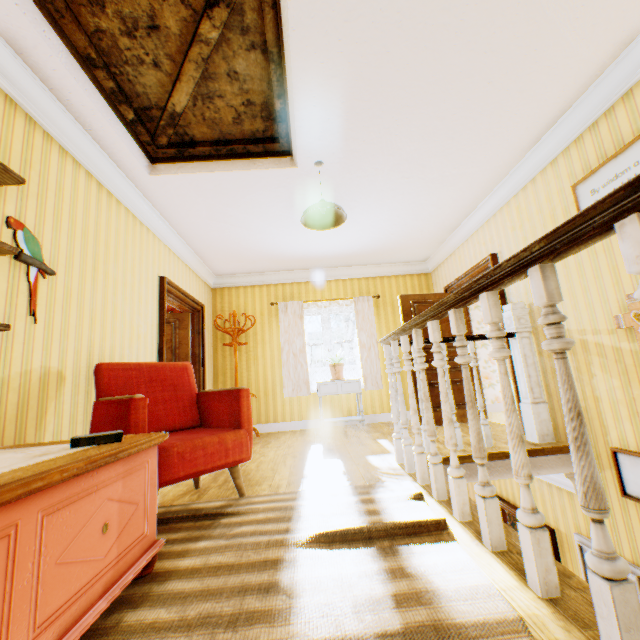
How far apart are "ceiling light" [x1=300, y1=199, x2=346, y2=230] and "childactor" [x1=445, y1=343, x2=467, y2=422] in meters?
2.4

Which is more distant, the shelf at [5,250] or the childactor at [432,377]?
the childactor at [432,377]

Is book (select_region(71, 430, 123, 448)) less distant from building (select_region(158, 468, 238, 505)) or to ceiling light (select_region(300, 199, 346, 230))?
building (select_region(158, 468, 238, 505))

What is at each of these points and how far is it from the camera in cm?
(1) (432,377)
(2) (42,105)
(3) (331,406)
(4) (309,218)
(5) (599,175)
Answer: (1) childactor, 541
(2) building, 242
(3) building, 629
(4) ceiling light, 351
(5) picture frame, 279

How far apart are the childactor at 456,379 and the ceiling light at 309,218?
2.4m

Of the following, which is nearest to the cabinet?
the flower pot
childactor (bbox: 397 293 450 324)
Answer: the flower pot

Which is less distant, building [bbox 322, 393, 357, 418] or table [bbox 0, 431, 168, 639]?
table [bbox 0, 431, 168, 639]

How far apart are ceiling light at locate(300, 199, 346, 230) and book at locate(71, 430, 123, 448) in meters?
2.5
